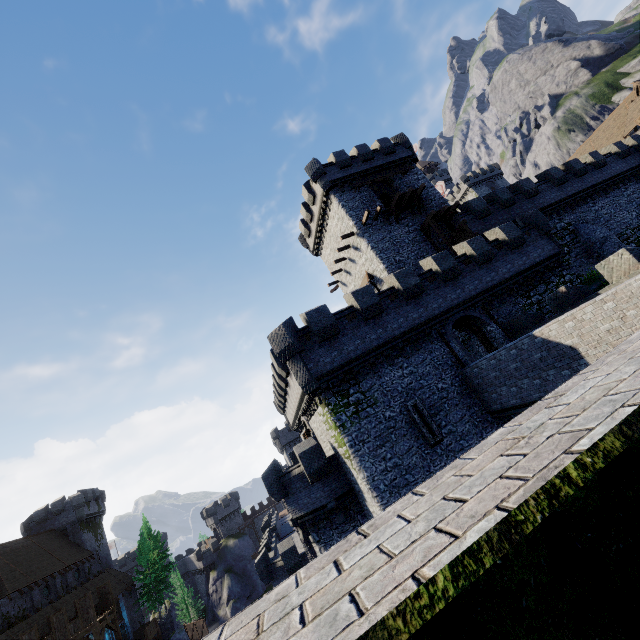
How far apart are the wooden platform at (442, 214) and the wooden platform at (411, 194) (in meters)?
1.29

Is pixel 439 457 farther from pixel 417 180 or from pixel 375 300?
pixel 417 180

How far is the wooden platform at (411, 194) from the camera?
27.1 meters

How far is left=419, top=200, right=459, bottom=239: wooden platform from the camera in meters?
26.7 m

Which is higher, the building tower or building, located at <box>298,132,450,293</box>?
building, located at <box>298,132,450,293</box>

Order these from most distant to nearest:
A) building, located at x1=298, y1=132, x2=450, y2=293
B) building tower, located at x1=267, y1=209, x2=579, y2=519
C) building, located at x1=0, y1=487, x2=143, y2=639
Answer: building, located at x1=0, y1=487, x2=143, y2=639 → building, located at x1=298, y1=132, x2=450, y2=293 → building tower, located at x1=267, y1=209, x2=579, y2=519

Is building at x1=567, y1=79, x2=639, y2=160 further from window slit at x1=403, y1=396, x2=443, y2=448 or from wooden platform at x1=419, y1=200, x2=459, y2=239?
window slit at x1=403, y1=396, x2=443, y2=448

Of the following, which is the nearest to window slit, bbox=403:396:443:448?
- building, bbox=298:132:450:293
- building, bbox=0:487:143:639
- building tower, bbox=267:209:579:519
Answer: building tower, bbox=267:209:579:519
